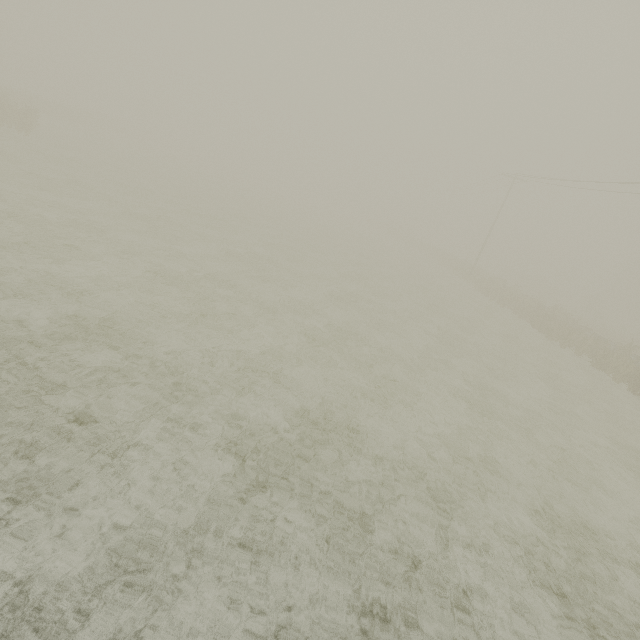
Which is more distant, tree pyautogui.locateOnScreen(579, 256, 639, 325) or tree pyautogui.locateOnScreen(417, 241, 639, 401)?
tree pyautogui.locateOnScreen(579, 256, 639, 325)

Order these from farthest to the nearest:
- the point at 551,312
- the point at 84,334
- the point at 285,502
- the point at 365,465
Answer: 1. the point at 551,312
2. the point at 84,334
3. the point at 365,465
4. the point at 285,502

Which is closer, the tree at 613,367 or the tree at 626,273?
the tree at 613,367

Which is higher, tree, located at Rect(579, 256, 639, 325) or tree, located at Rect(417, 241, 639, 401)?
tree, located at Rect(579, 256, 639, 325)

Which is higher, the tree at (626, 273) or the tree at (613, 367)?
the tree at (626, 273)
